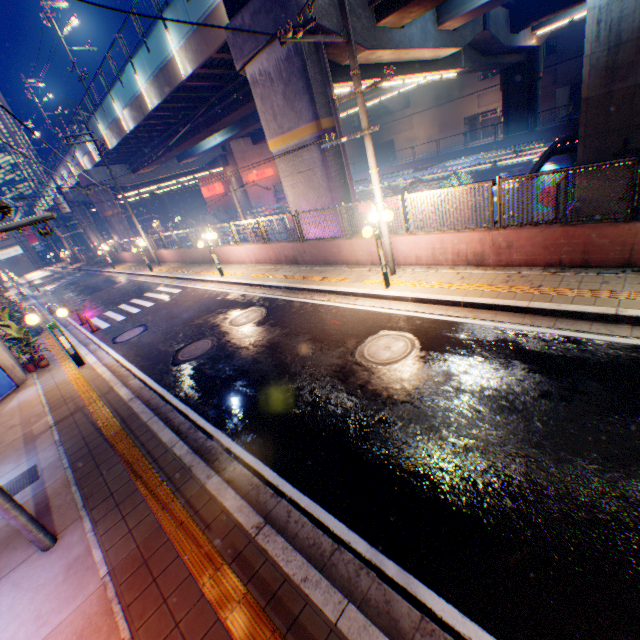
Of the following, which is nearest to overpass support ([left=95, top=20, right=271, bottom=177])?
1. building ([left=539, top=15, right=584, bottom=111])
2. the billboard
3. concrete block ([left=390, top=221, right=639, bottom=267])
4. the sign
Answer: concrete block ([left=390, top=221, right=639, bottom=267])

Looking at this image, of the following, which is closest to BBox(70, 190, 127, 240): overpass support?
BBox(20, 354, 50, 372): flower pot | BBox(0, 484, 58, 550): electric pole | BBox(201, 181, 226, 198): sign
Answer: BBox(201, 181, 226, 198): sign

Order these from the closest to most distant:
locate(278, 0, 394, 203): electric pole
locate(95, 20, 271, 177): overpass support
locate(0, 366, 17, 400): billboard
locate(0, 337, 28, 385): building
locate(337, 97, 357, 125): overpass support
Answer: locate(278, 0, 394, 203): electric pole
locate(0, 366, 17, 400): billboard
locate(0, 337, 28, 385): building
locate(95, 20, 271, 177): overpass support
locate(337, 97, 357, 125): overpass support

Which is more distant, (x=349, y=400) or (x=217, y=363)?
(x=217, y=363)

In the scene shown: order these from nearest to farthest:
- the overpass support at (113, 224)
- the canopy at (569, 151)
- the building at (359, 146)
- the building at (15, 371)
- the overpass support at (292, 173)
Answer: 1. the building at (15, 371)
2. the overpass support at (292, 173)
3. the canopy at (569, 151)
4. the overpass support at (113, 224)
5. the building at (359, 146)

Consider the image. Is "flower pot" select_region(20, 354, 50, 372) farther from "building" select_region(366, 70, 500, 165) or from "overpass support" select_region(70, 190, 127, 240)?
"building" select_region(366, 70, 500, 165)

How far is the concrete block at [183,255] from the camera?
20.02m

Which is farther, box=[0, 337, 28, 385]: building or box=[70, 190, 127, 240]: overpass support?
box=[70, 190, 127, 240]: overpass support
